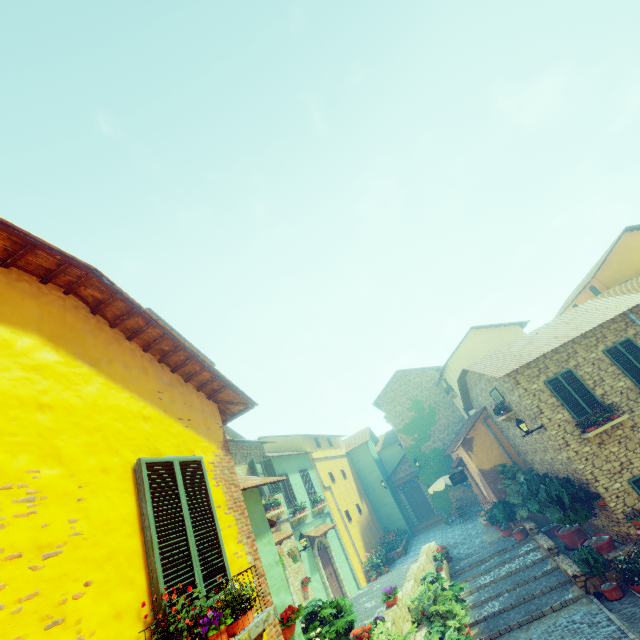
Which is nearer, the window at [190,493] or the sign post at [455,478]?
the window at [190,493]

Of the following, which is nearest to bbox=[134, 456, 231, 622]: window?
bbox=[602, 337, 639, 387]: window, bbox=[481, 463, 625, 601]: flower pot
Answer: bbox=[602, 337, 639, 387]: window

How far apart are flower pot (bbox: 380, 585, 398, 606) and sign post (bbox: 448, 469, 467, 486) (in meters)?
9.51

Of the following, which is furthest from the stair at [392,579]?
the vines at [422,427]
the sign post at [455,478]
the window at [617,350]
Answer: the window at [617,350]

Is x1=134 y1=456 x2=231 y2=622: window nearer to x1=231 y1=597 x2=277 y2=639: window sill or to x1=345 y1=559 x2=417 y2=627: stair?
x1=231 y1=597 x2=277 y2=639: window sill

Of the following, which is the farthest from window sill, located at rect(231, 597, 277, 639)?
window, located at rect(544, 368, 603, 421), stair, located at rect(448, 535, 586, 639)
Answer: stair, located at rect(448, 535, 586, 639)

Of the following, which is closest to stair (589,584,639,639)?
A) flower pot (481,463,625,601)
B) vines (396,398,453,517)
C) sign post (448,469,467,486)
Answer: flower pot (481,463,625,601)

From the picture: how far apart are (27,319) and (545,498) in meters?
15.4
